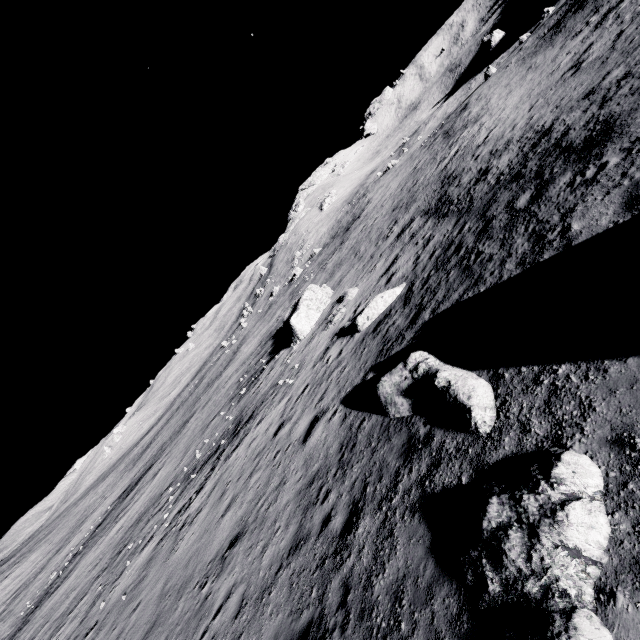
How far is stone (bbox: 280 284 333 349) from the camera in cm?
2422

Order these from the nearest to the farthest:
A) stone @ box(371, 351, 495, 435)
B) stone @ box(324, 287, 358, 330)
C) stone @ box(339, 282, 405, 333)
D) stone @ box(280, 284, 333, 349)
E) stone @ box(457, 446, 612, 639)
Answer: stone @ box(457, 446, 612, 639)
stone @ box(371, 351, 495, 435)
stone @ box(339, 282, 405, 333)
stone @ box(324, 287, 358, 330)
stone @ box(280, 284, 333, 349)

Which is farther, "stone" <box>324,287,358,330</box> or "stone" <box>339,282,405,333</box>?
"stone" <box>324,287,358,330</box>

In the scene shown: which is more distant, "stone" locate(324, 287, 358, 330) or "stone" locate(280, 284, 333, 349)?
"stone" locate(280, 284, 333, 349)

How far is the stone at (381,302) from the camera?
Result: 15.6 meters

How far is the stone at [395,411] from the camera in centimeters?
639cm

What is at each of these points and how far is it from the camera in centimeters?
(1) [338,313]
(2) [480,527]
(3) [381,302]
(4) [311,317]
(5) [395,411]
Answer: (1) stone, 2109cm
(2) stone, 471cm
(3) stone, 1568cm
(4) stone, 2517cm
(5) stone, 888cm

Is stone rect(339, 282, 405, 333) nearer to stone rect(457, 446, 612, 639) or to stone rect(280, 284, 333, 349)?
stone rect(280, 284, 333, 349)
